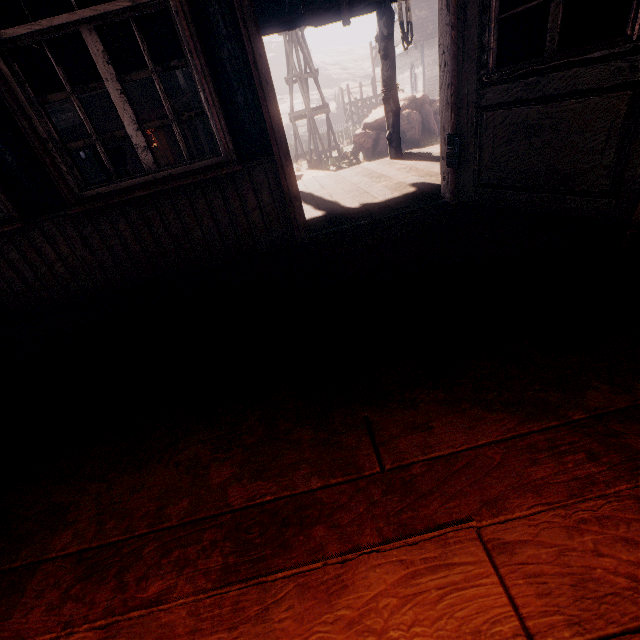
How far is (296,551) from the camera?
0.9 meters

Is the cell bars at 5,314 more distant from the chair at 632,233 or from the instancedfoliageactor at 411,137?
the instancedfoliageactor at 411,137

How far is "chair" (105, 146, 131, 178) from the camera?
3.12m

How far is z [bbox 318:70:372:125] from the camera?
36.88m

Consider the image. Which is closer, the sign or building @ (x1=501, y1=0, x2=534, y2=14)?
building @ (x1=501, y1=0, x2=534, y2=14)

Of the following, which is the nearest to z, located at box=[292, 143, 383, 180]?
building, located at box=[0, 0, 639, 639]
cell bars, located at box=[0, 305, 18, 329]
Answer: building, located at box=[0, 0, 639, 639]

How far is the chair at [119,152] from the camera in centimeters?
312cm

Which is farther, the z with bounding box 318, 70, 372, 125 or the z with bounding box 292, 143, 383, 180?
the z with bounding box 318, 70, 372, 125
